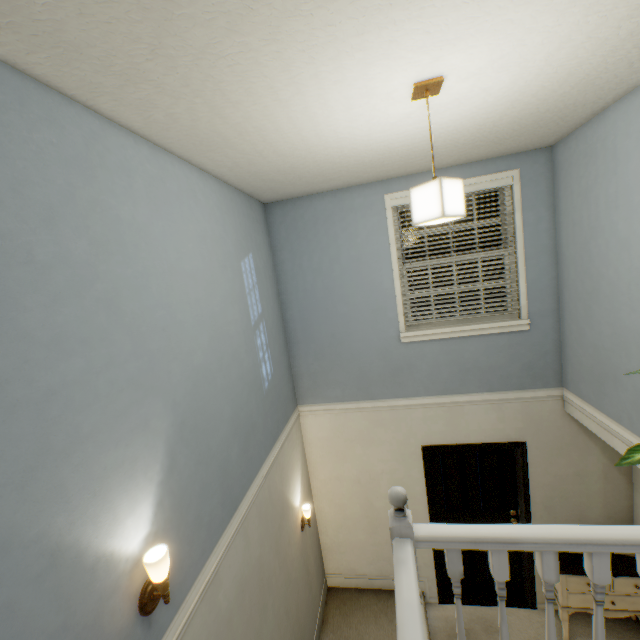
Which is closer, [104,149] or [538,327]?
[104,149]

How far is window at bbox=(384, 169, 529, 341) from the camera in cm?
321

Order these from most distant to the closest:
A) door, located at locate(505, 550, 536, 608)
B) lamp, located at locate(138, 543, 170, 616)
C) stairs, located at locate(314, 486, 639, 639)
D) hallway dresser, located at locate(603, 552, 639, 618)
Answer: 1. door, located at locate(505, 550, 536, 608)
2. hallway dresser, located at locate(603, 552, 639, 618)
3. lamp, located at locate(138, 543, 170, 616)
4. stairs, located at locate(314, 486, 639, 639)

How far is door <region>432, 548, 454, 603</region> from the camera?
4.0 meters

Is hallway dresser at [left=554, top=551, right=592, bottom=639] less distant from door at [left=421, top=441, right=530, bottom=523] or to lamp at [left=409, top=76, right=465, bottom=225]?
door at [left=421, top=441, right=530, bottom=523]

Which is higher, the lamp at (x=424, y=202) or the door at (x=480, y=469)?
the lamp at (x=424, y=202)

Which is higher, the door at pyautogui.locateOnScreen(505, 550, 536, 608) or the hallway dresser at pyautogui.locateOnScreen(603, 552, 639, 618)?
the hallway dresser at pyautogui.locateOnScreen(603, 552, 639, 618)

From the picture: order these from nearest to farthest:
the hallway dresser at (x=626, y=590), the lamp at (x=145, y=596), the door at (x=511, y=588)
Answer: the lamp at (x=145, y=596)
the hallway dresser at (x=626, y=590)
the door at (x=511, y=588)
